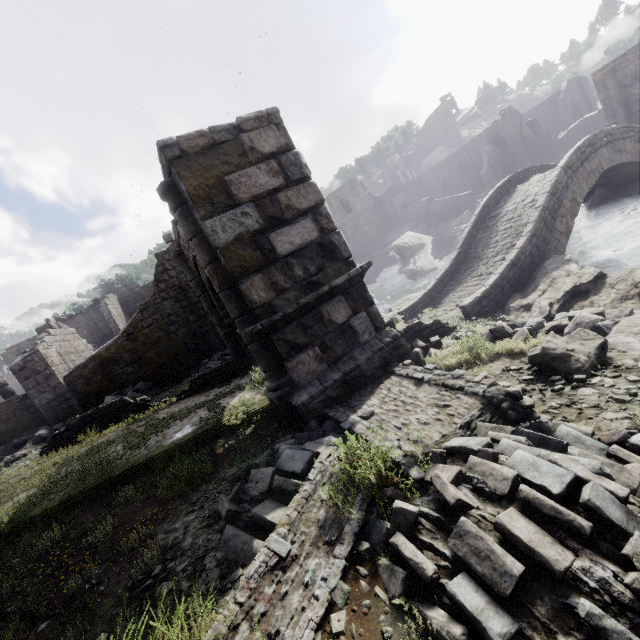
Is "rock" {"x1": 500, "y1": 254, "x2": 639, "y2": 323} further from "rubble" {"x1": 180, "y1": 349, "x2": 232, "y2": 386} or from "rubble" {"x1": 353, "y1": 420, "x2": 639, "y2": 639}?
"rubble" {"x1": 180, "y1": 349, "x2": 232, "y2": 386}

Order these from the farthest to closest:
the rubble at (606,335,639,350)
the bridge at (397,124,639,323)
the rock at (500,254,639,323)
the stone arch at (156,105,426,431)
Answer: the bridge at (397,124,639,323)
the rock at (500,254,639,323)
the stone arch at (156,105,426,431)
the rubble at (606,335,639,350)

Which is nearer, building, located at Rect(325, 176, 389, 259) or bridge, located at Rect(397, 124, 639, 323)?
bridge, located at Rect(397, 124, 639, 323)

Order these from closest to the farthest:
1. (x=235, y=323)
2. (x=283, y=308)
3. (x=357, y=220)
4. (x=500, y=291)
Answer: (x=283, y=308)
(x=235, y=323)
(x=500, y=291)
(x=357, y=220)

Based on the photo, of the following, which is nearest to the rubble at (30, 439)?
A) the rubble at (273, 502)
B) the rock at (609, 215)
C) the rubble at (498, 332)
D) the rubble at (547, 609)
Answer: the rubble at (498, 332)

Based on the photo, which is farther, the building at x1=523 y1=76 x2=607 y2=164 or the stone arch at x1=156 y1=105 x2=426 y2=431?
the building at x1=523 y1=76 x2=607 y2=164

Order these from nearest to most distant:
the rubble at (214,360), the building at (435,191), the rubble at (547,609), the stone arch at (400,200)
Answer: the rubble at (547,609)
the rubble at (214,360)
the building at (435,191)
the stone arch at (400,200)

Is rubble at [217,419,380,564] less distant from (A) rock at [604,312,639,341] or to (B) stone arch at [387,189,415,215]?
(A) rock at [604,312,639,341]
